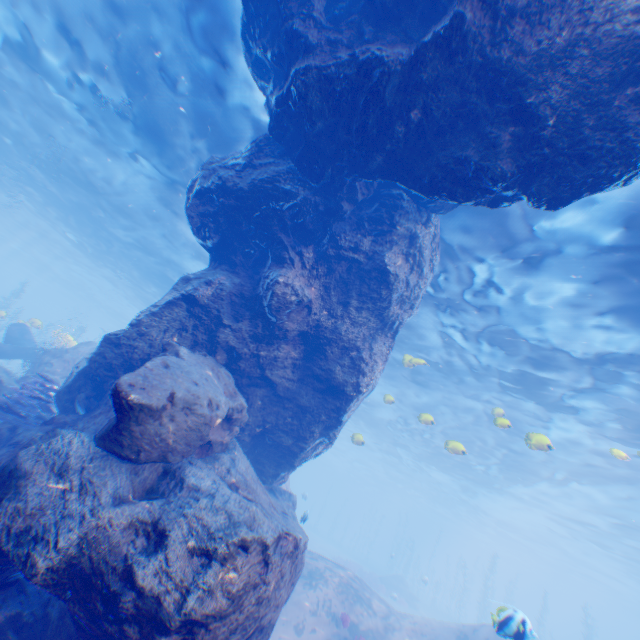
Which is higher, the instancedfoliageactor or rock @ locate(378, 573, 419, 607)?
the instancedfoliageactor

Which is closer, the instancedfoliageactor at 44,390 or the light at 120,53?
the instancedfoliageactor at 44,390

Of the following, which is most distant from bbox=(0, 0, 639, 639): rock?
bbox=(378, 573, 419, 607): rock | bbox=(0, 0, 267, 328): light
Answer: bbox=(378, 573, 419, 607): rock

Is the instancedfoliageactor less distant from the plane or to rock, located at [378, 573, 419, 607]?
the plane

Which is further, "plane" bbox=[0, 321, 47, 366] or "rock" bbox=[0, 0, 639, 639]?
"plane" bbox=[0, 321, 47, 366]

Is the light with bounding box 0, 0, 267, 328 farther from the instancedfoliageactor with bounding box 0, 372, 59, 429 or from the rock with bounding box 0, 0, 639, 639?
the instancedfoliageactor with bounding box 0, 372, 59, 429

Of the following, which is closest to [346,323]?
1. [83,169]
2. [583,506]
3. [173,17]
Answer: [173,17]

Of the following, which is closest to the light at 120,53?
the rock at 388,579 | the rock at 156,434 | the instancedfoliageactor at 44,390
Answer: the rock at 156,434
